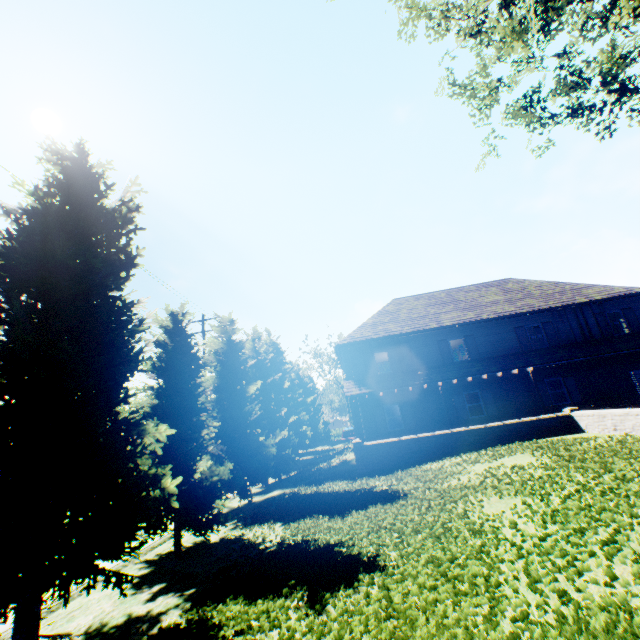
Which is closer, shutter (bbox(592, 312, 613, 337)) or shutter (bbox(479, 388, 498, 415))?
shutter (bbox(479, 388, 498, 415))

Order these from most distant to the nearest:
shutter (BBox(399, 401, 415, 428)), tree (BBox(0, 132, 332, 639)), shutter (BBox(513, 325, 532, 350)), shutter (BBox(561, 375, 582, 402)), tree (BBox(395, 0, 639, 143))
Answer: shutter (BBox(513, 325, 532, 350))
shutter (BBox(399, 401, 415, 428))
shutter (BBox(561, 375, 582, 402))
tree (BBox(395, 0, 639, 143))
tree (BBox(0, 132, 332, 639))

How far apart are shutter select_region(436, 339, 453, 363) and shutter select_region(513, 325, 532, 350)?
4.28m

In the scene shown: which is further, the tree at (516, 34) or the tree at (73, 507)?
the tree at (516, 34)

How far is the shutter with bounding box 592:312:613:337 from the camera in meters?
20.2

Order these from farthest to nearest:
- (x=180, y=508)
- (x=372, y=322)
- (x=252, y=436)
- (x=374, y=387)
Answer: (x=372, y=322) → (x=374, y=387) → (x=252, y=436) → (x=180, y=508)

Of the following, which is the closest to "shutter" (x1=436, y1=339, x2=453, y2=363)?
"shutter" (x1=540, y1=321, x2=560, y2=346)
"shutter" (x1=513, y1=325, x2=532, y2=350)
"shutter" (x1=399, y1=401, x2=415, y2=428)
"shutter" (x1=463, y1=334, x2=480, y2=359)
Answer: "shutter" (x1=463, y1=334, x2=480, y2=359)

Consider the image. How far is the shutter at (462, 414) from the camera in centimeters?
1973cm
